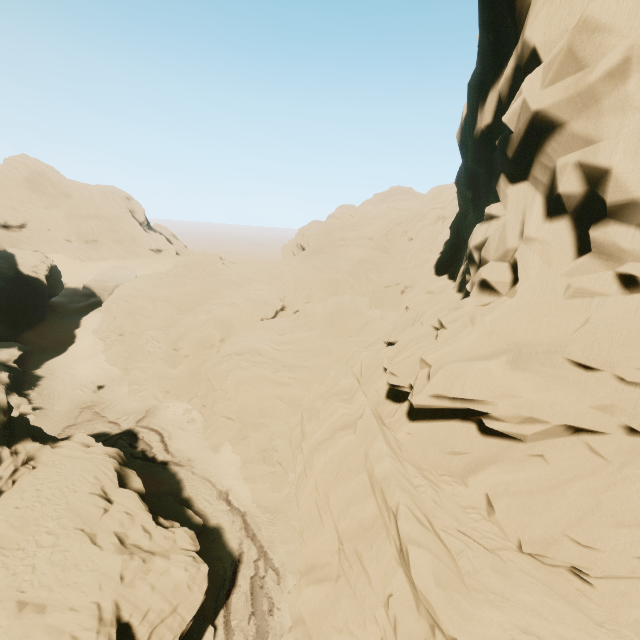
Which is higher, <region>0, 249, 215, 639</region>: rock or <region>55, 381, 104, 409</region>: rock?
<region>0, 249, 215, 639</region>: rock

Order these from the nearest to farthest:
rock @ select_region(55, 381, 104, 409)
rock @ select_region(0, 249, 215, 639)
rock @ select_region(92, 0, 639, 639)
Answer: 1. rock @ select_region(92, 0, 639, 639)
2. rock @ select_region(0, 249, 215, 639)
3. rock @ select_region(55, 381, 104, 409)

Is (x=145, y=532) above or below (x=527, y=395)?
below

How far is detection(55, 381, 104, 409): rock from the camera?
36.97m

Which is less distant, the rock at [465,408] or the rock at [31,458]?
the rock at [465,408]

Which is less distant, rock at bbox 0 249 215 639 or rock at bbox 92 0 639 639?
rock at bbox 92 0 639 639
